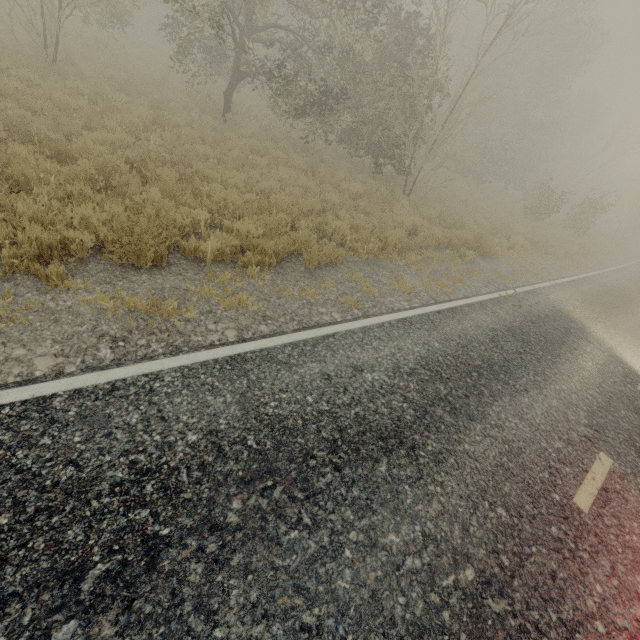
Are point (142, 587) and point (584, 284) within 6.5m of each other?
no
